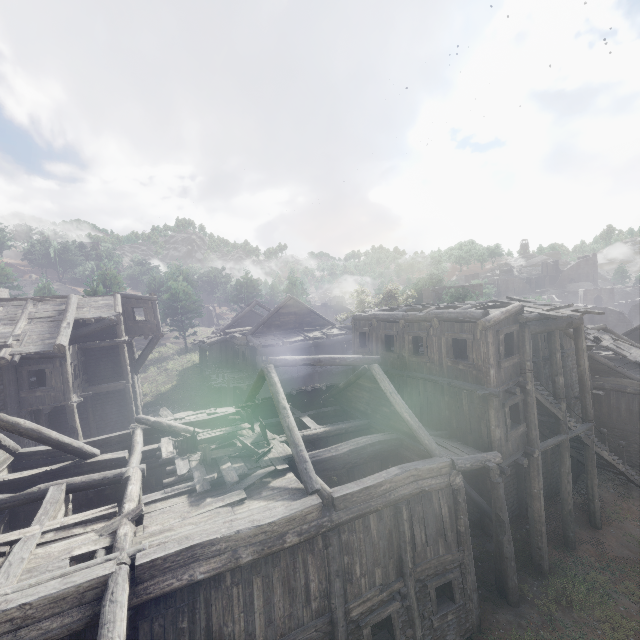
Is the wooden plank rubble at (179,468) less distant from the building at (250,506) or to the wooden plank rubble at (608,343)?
the building at (250,506)

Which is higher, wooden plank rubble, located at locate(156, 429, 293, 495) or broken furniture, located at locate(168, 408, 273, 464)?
broken furniture, located at locate(168, 408, 273, 464)

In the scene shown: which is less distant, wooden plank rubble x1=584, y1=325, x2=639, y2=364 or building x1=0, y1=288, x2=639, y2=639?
building x1=0, y1=288, x2=639, y2=639

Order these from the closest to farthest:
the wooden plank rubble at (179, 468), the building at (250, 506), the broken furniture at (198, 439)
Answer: the building at (250, 506) < the wooden plank rubble at (179, 468) < the broken furniture at (198, 439)

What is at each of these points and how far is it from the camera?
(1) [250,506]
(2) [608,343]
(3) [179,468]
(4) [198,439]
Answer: (1) building, 8.59m
(2) wooden plank rubble, 21.83m
(3) wooden plank rubble, 10.34m
(4) broken furniture, 11.78m

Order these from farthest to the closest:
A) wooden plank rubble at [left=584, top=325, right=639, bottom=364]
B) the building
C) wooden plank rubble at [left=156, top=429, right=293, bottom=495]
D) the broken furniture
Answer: wooden plank rubble at [left=584, top=325, right=639, bottom=364]
the broken furniture
wooden plank rubble at [left=156, top=429, right=293, bottom=495]
the building

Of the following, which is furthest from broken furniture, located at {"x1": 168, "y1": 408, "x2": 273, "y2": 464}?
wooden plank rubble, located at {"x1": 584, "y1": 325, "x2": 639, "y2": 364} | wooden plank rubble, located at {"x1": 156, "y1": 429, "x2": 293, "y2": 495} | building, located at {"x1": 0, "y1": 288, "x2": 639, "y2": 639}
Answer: wooden plank rubble, located at {"x1": 584, "y1": 325, "x2": 639, "y2": 364}

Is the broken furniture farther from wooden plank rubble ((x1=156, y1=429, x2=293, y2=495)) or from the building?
the building
